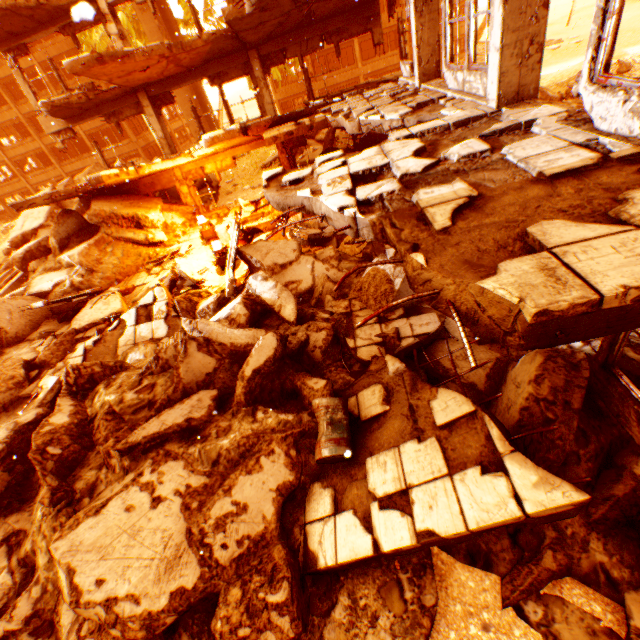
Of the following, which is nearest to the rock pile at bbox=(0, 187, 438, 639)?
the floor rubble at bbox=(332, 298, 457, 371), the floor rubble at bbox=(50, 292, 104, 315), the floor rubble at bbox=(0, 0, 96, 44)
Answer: the floor rubble at bbox=(332, 298, 457, 371)

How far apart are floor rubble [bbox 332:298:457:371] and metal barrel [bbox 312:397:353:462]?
1.2m

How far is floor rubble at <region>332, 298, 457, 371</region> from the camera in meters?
6.0 m

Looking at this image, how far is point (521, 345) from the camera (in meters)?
1.97

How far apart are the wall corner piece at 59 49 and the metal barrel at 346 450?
43.10m

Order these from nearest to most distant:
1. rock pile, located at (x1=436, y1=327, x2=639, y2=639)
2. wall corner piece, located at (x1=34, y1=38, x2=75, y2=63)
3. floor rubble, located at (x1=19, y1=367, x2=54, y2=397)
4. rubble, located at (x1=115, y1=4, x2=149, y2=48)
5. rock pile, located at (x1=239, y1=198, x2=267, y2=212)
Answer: rock pile, located at (x1=436, y1=327, x2=639, y2=639) < floor rubble, located at (x1=19, y1=367, x2=54, y2=397) < rock pile, located at (x1=239, y1=198, x2=267, y2=212) < rubble, located at (x1=115, y1=4, x2=149, y2=48) < wall corner piece, located at (x1=34, y1=38, x2=75, y2=63)

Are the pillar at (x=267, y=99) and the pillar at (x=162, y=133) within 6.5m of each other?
yes

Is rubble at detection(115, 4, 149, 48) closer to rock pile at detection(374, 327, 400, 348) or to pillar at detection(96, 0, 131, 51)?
rock pile at detection(374, 327, 400, 348)
